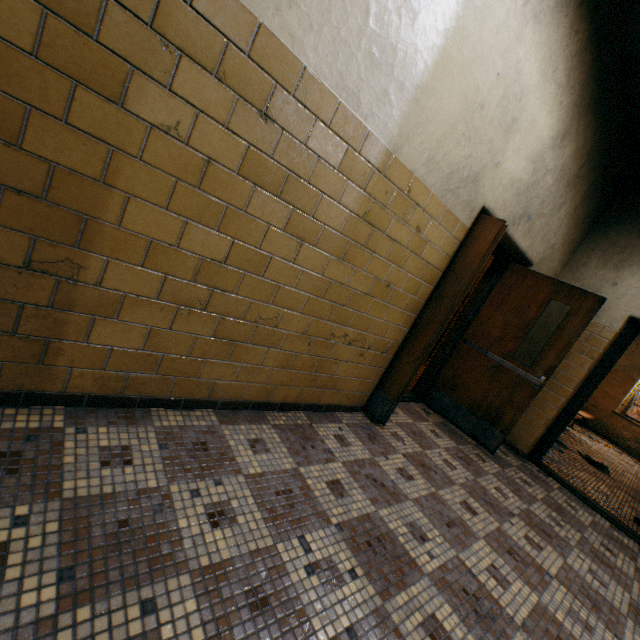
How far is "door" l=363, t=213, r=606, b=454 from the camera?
2.9 meters

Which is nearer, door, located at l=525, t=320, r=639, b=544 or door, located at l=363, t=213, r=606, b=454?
door, located at l=363, t=213, r=606, b=454

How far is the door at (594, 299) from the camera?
2.9 meters

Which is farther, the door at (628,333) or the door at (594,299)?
the door at (628,333)

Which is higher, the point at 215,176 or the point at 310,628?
the point at 215,176
